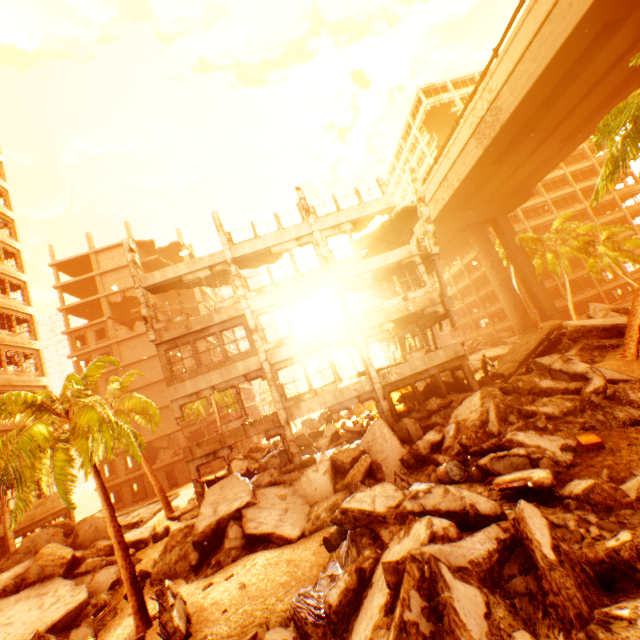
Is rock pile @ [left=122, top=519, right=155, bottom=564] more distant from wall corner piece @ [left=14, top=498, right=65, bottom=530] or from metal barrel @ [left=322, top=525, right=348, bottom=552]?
wall corner piece @ [left=14, top=498, right=65, bottom=530]

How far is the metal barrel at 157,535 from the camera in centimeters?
1595cm

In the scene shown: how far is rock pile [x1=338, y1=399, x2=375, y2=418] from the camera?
28.2 meters

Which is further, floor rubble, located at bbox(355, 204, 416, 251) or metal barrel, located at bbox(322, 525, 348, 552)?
floor rubble, located at bbox(355, 204, 416, 251)

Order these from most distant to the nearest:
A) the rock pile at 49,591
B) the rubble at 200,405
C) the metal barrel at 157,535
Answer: the rubble at 200,405
the metal barrel at 157,535
the rock pile at 49,591

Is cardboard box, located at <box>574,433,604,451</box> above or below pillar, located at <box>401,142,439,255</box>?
below

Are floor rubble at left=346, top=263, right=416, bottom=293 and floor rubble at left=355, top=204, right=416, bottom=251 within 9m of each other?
yes

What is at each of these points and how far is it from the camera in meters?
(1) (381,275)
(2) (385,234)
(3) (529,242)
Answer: (1) floor rubble, 20.2 m
(2) floor rubble, 21.8 m
(3) rubble, 31.6 m
